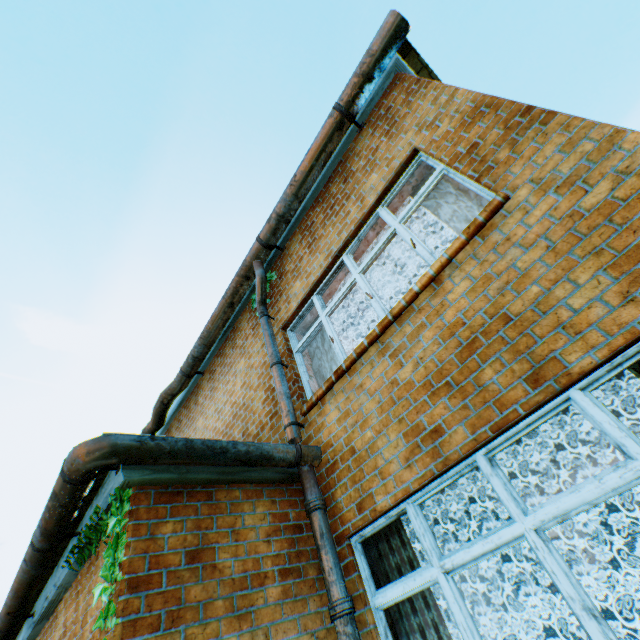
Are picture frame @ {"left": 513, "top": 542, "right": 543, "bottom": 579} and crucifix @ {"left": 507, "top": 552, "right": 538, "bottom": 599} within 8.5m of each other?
yes

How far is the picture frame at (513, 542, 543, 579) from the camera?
7.2 meters

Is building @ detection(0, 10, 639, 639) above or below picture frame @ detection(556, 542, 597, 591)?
above

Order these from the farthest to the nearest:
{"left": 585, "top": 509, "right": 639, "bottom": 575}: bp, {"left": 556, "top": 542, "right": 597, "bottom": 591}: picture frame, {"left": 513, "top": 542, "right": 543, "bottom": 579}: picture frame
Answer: {"left": 585, "top": 509, "right": 639, "bottom": 575}: bp, {"left": 556, "top": 542, "right": 597, "bottom": 591}: picture frame, {"left": 513, "top": 542, "right": 543, "bottom": 579}: picture frame

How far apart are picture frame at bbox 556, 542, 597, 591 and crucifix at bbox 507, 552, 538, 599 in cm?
463

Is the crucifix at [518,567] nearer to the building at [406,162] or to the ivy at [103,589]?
the building at [406,162]

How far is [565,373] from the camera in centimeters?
233cm

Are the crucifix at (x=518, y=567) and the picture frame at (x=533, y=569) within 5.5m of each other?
yes
